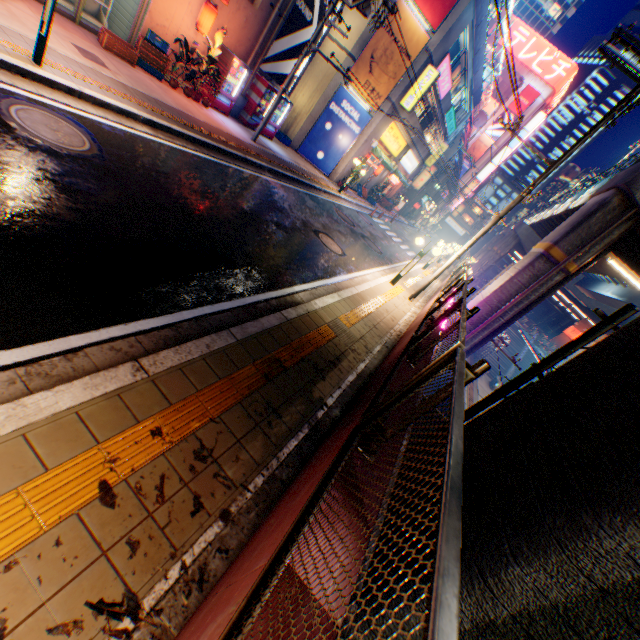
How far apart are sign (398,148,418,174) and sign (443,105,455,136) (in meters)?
3.34

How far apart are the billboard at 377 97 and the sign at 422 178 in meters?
24.1 m

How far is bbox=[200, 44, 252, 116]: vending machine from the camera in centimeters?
1245cm

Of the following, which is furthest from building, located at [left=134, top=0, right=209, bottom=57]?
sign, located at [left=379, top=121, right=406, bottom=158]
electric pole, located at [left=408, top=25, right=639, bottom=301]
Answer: electric pole, located at [left=408, top=25, right=639, bottom=301]

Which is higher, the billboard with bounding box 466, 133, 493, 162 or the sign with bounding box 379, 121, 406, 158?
the billboard with bounding box 466, 133, 493, 162

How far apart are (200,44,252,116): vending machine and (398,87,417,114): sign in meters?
10.9 m

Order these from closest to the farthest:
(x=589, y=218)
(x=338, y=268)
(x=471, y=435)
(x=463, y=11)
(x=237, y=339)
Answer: (x=237, y=339)
(x=471, y=435)
(x=338, y=268)
(x=589, y=218)
(x=463, y=11)

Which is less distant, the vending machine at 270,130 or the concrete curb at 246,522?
the concrete curb at 246,522
